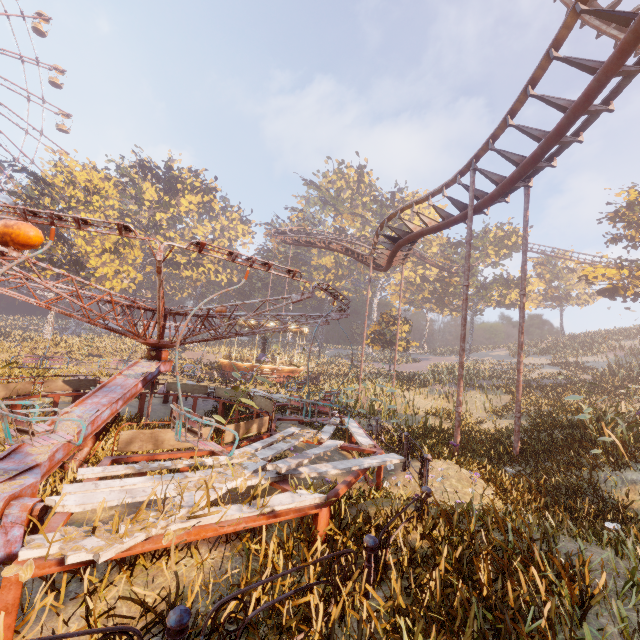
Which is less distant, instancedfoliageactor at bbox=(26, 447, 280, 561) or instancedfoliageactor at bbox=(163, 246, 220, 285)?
instancedfoliageactor at bbox=(26, 447, 280, 561)

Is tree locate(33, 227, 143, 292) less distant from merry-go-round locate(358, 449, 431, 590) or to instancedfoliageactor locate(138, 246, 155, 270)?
instancedfoliageactor locate(138, 246, 155, 270)

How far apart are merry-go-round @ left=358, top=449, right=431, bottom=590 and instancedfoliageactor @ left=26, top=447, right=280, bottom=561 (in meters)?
1.80

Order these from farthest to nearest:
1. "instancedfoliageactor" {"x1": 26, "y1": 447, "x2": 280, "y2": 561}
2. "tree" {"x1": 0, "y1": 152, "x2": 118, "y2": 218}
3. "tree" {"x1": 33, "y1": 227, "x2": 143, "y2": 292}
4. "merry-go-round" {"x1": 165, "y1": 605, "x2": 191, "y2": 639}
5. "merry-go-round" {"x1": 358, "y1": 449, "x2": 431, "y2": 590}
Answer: "tree" {"x1": 0, "y1": 152, "x2": 118, "y2": 218}
"tree" {"x1": 33, "y1": 227, "x2": 143, "y2": 292}
"merry-go-round" {"x1": 358, "y1": 449, "x2": 431, "y2": 590}
"instancedfoliageactor" {"x1": 26, "y1": 447, "x2": 280, "y2": 561}
"merry-go-round" {"x1": 165, "y1": 605, "x2": 191, "y2": 639}

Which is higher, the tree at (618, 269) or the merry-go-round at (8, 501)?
the tree at (618, 269)

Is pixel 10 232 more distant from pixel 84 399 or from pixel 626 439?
pixel 626 439

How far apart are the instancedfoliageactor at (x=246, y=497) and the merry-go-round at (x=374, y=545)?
1.8 meters

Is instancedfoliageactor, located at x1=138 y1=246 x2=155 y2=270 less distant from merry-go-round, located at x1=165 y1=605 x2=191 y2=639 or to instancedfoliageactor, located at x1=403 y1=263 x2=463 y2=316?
instancedfoliageactor, located at x1=403 y1=263 x2=463 y2=316
